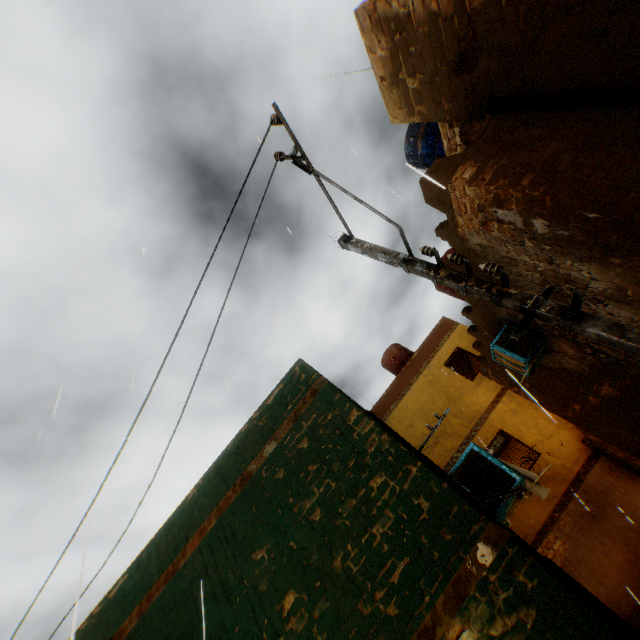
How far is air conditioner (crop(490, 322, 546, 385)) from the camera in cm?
678

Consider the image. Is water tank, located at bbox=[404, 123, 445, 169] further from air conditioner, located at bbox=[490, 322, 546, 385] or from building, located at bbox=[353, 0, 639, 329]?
air conditioner, located at bbox=[490, 322, 546, 385]

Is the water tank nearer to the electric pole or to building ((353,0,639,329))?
building ((353,0,639,329))

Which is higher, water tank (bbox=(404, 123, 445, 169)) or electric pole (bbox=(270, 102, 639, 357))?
water tank (bbox=(404, 123, 445, 169))

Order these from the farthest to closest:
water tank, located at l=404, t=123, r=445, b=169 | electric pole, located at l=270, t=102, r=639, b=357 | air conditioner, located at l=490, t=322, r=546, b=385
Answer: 1. water tank, located at l=404, t=123, r=445, b=169
2. air conditioner, located at l=490, t=322, r=546, b=385
3. electric pole, located at l=270, t=102, r=639, b=357

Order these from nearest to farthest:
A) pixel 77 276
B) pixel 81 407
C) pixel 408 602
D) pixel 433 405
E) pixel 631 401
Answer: pixel 408 602 < pixel 77 276 < pixel 631 401 < pixel 81 407 < pixel 433 405

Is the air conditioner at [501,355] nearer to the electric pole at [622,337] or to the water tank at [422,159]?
the electric pole at [622,337]

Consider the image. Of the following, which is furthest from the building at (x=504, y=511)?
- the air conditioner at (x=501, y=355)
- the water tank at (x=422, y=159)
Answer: the water tank at (x=422, y=159)
